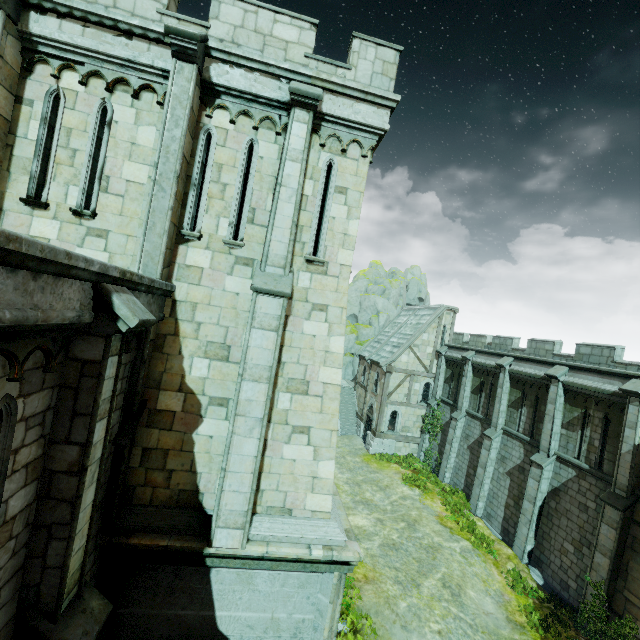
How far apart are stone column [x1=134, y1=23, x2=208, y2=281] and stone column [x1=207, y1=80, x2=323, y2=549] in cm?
183

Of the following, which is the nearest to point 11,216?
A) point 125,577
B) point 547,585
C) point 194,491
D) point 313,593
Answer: point 194,491

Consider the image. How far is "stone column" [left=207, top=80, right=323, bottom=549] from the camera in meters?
6.7

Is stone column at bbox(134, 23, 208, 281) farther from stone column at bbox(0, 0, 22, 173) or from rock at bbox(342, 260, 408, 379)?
rock at bbox(342, 260, 408, 379)

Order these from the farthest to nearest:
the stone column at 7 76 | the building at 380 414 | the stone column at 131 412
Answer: the building at 380 414 → the stone column at 7 76 → the stone column at 131 412

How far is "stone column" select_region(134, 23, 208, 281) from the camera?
6.6m

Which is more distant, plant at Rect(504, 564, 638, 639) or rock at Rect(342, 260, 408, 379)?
rock at Rect(342, 260, 408, 379)

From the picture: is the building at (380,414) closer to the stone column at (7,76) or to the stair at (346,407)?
the stair at (346,407)
